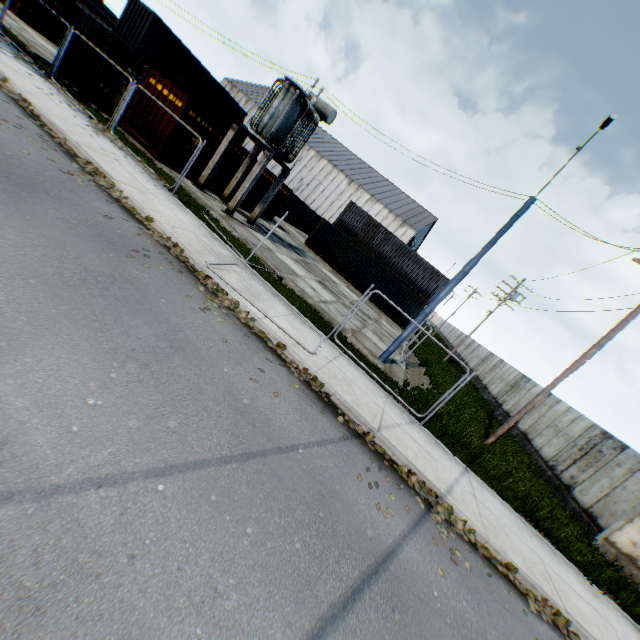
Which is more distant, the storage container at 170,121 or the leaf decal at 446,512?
the storage container at 170,121

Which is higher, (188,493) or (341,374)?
(341,374)

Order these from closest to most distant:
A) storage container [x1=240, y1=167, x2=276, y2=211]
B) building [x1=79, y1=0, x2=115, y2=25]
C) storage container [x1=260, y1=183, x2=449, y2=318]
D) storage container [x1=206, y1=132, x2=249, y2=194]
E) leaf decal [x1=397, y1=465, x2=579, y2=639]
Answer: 1. leaf decal [x1=397, y1=465, x2=579, y2=639]
2. storage container [x1=206, y1=132, x2=249, y2=194]
3. storage container [x1=240, y1=167, x2=276, y2=211]
4. storage container [x1=260, y1=183, x2=449, y2=318]
5. building [x1=79, y1=0, x2=115, y2=25]

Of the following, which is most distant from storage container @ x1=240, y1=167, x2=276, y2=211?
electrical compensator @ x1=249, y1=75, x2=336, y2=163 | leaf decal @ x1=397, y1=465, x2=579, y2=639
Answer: leaf decal @ x1=397, y1=465, x2=579, y2=639

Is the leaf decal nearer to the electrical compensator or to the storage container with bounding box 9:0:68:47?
the electrical compensator

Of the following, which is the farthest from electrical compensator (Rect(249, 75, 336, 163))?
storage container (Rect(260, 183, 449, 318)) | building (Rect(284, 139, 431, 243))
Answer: building (Rect(284, 139, 431, 243))

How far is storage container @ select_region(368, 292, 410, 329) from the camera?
28.1m

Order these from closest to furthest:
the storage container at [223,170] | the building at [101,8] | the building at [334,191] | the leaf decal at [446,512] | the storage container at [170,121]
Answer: the leaf decal at [446,512], the storage container at [170,121], the storage container at [223,170], the building at [334,191], the building at [101,8]
